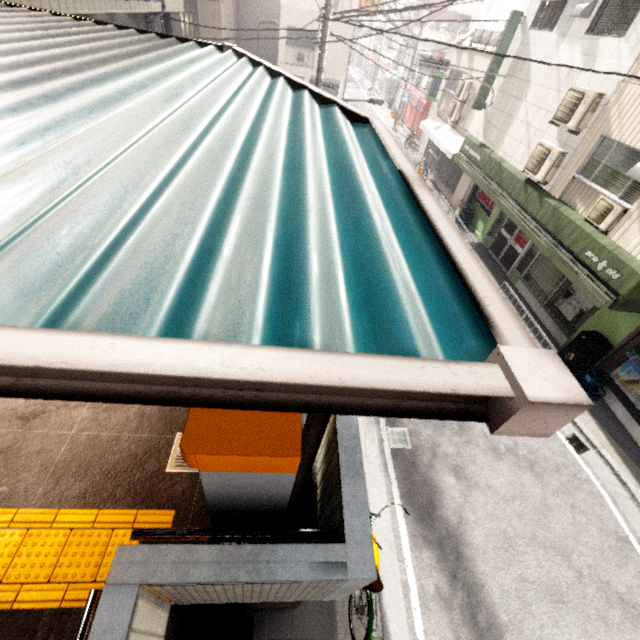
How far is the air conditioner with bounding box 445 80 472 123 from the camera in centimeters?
1566cm

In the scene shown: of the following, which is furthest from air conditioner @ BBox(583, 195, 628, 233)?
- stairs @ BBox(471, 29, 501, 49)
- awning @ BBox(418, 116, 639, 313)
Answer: stairs @ BBox(471, 29, 501, 49)

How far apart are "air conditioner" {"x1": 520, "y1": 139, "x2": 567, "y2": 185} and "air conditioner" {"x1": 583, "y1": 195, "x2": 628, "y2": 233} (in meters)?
1.75

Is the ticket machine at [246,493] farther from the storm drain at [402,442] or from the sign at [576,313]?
the sign at [576,313]

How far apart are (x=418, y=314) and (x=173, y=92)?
2.7m

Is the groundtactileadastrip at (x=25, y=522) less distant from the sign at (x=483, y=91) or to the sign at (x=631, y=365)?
the sign at (x=631, y=365)

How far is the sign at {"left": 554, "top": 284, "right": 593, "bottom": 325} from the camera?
9.1 meters

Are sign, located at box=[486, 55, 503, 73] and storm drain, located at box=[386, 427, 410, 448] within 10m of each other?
no
